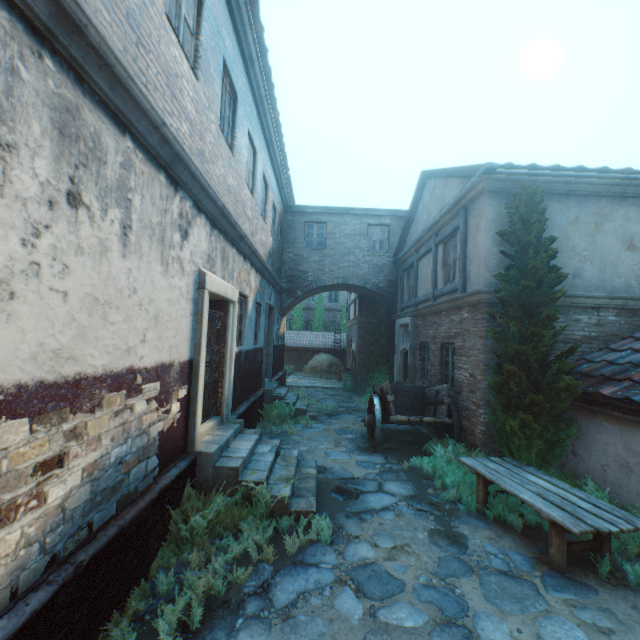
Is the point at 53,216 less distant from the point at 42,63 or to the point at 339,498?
the point at 42,63

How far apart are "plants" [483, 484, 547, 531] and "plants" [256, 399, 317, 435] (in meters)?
4.00

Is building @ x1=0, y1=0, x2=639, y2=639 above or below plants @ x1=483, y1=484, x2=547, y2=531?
above

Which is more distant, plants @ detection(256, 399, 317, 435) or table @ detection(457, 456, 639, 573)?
plants @ detection(256, 399, 317, 435)

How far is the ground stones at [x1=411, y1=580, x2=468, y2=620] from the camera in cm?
331

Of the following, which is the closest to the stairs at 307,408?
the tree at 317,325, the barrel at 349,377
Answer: the barrel at 349,377

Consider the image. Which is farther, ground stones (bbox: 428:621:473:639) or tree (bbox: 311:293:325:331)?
tree (bbox: 311:293:325:331)

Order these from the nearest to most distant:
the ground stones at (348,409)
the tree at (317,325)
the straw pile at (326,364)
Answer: the ground stones at (348,409)
the straw pile at (326,364)
the tree at (317,325)
